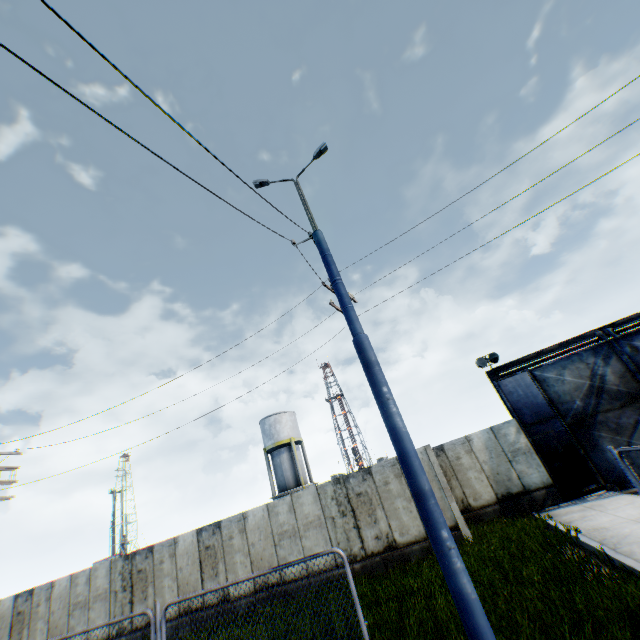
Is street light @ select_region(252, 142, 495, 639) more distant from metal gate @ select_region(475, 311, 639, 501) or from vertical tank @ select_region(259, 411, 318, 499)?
vertical tank @ select_region(259, 411, 318, 499)

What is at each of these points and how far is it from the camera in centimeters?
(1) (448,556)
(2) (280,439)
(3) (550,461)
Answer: (1) street light, 403cm
(2) vertical tank, 3309cm
(3) metal gate, 1409cm

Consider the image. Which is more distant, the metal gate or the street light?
the metal gate

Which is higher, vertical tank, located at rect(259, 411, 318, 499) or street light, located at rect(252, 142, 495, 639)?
vertical tank, located at rect(259, 411, 318, 499)

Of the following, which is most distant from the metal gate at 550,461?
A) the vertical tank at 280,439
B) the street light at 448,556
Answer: the vertical tank at 280,439

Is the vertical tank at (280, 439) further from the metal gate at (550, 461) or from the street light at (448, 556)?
the street light at (448, 556)
